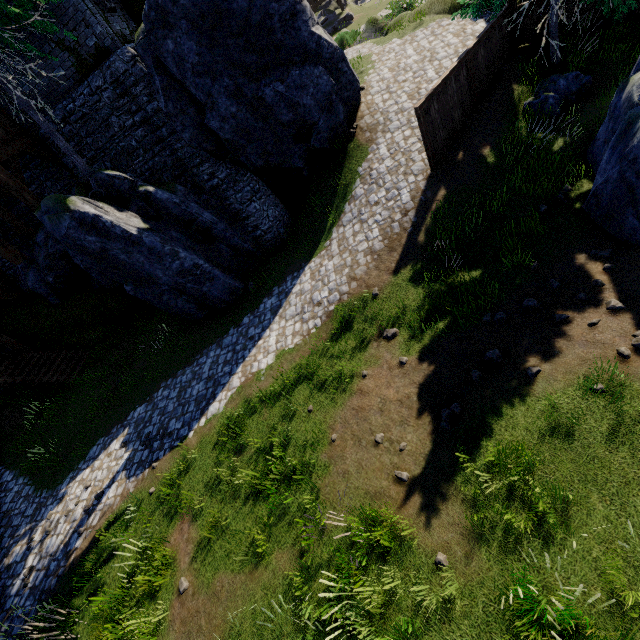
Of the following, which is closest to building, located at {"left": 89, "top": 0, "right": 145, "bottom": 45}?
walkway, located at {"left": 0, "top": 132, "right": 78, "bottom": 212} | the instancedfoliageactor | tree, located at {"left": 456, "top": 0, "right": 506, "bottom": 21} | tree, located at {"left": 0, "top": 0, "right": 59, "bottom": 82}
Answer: walkway, located at {"left": 0, "top": 132, "right": 78, "bottom": 212}

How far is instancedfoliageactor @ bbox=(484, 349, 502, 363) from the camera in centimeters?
655cm

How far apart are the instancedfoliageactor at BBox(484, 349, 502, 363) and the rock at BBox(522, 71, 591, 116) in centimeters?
861cm

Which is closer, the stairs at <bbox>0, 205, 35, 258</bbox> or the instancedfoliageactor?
the instancedfoliageactor

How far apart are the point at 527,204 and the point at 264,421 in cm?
928

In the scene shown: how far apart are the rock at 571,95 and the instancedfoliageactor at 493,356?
8.6 meters

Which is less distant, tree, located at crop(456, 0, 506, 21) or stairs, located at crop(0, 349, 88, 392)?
tree, located at crop(456, 0, 506, 21)

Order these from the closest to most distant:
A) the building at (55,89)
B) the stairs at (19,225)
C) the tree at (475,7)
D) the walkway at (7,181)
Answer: the tree at (475,7) → the building at (55,89) → the walkway at (7,181) → the stairs at (19,225)
